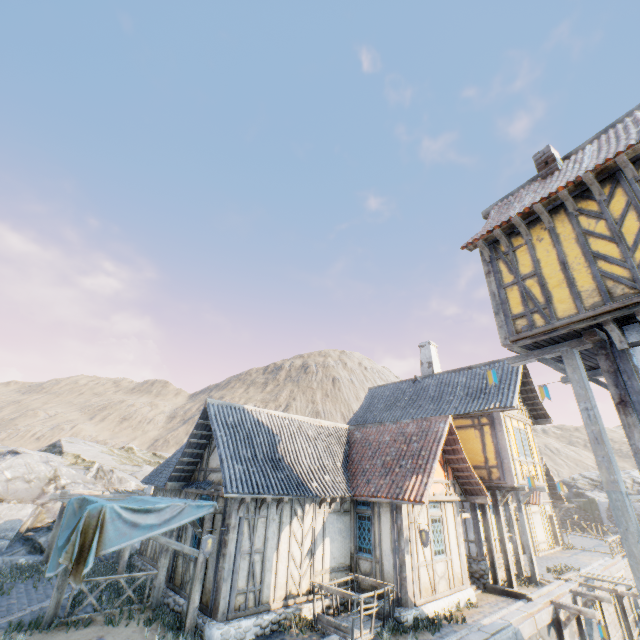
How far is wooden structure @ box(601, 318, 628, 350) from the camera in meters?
6.2

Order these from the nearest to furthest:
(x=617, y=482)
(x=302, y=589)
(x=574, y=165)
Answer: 1. (x=617, y=482)
2. (x=574, y=165)
3. (x=302, y=589)

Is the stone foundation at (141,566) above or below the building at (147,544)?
below

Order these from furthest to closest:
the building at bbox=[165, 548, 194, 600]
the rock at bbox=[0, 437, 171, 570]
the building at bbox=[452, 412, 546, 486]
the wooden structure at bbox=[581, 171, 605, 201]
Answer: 1. the rock at bbox=[0, 437, 171, 570]
2. the building at bbox=[452, 412, 546, 486]
3. the building at bbox=[165, 548, 194, 600]
4. the wooden structure at bbox=[581, 171, 605, 201]

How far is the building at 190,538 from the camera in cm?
1066

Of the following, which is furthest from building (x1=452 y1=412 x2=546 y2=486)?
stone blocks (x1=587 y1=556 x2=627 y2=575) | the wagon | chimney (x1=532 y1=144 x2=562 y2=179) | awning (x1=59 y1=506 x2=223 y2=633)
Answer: awning (x1=59 y1=506 x2=223 y2=633)

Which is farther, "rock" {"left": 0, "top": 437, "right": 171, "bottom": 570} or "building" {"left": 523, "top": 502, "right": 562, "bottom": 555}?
"building" {"left": 523, "top": 502, "right": 562, "bottom": 555}

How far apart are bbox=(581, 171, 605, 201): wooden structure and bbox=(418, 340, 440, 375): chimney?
14.5m
